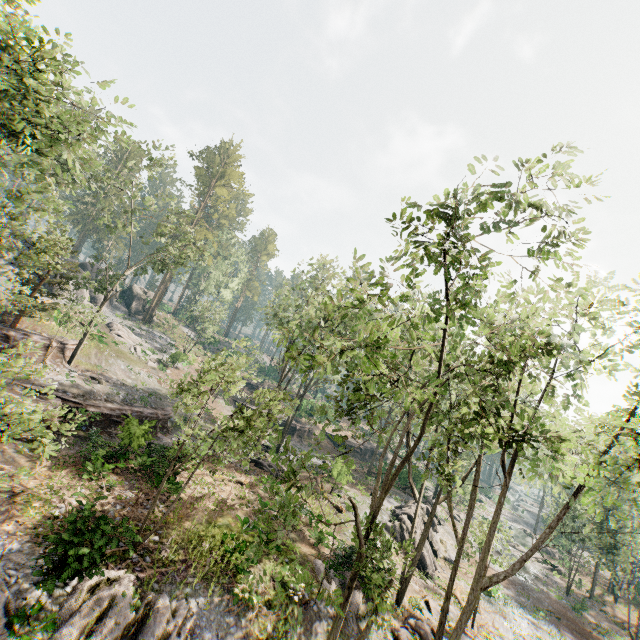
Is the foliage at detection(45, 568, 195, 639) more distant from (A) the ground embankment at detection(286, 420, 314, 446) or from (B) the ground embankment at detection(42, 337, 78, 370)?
(A) the ground embankment at detection(286, 420, 314, 446)

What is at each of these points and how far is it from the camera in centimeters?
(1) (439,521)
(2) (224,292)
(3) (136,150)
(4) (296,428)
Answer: (1) rock, 3566cm
(2) foliage, 5816cm
(3) foliage, 2934cm
(4) ground embankment, 4341cm

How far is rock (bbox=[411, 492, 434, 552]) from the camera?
26.40m

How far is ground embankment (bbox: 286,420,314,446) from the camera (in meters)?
42.25

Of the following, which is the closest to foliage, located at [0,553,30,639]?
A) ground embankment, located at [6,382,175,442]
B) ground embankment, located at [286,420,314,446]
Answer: ground embankment, located at [6,382,175,442]

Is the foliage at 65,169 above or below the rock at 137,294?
above

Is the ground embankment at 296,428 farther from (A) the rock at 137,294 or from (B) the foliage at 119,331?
(A) the rock at 137,294

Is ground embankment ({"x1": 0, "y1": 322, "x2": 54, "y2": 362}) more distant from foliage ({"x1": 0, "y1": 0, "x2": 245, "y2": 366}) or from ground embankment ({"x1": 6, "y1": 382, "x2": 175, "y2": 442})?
ground embankment ({"x1": 6, "y1": 382, "x2": 175, "y2": 442})
